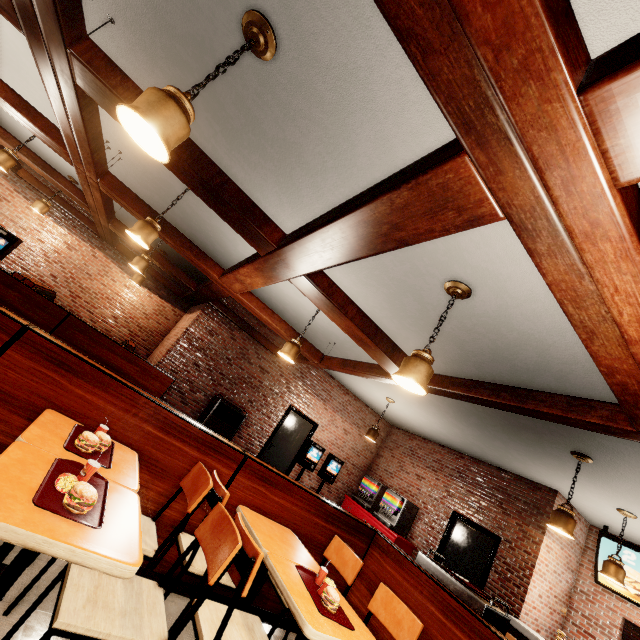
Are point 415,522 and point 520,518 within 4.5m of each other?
yes
